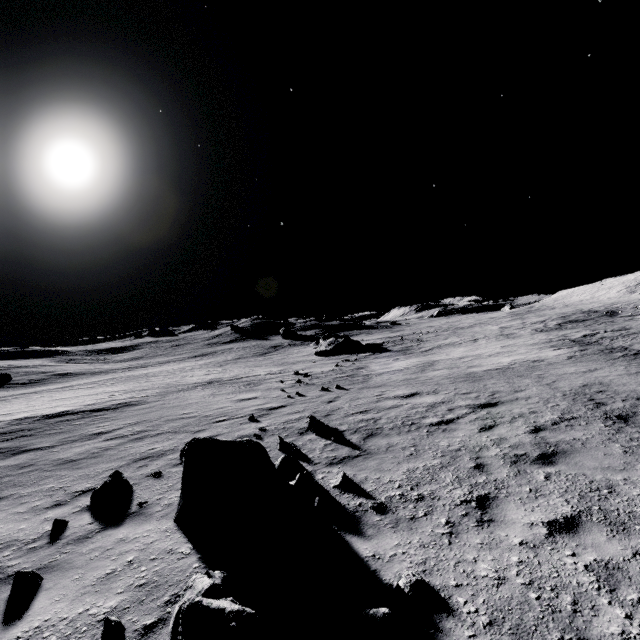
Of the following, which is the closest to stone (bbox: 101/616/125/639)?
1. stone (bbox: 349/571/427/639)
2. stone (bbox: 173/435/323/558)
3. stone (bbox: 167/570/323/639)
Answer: stone (bbox: 167/570/323/639)

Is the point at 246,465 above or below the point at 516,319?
below

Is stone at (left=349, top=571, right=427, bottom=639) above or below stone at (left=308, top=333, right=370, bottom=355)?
below

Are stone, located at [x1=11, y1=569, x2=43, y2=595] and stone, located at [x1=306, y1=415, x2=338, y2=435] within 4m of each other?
no

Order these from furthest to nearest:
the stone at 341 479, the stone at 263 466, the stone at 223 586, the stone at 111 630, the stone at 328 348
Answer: the stone at 328 348 < the stone at 341 479 < the stone at 263 466 < the stone at 111 630 < the stone at 223 586

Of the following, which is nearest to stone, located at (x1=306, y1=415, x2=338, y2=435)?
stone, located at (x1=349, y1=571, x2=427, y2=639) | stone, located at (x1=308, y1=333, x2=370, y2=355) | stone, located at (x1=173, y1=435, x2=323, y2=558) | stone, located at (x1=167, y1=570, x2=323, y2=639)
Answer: stone, located at (x1=173, y1=435, x2=323, y2=558)

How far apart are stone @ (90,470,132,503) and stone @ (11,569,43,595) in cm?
209

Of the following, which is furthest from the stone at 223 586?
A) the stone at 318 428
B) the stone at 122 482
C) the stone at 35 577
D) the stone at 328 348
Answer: the stone at 328 348
